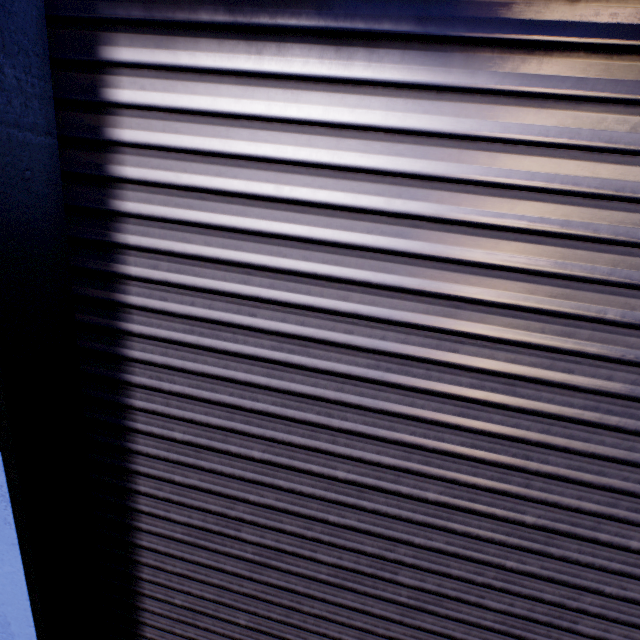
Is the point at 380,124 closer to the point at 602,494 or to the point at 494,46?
the point at 494,46
